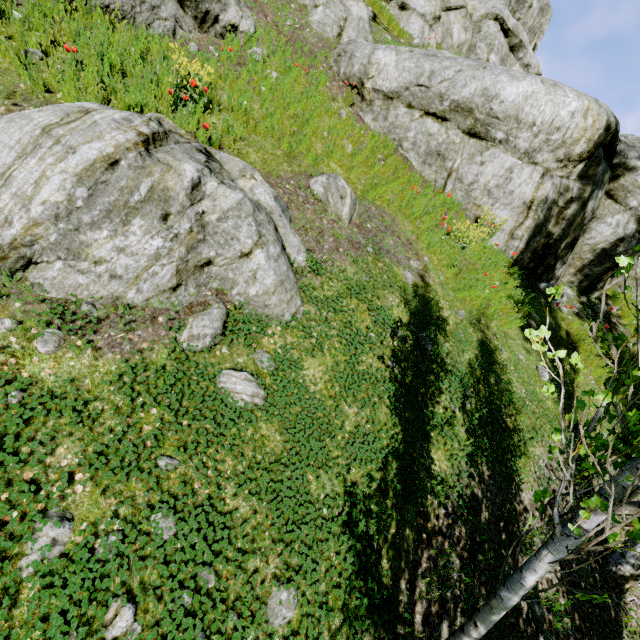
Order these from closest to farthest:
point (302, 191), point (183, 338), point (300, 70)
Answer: point (183, 338) < point (302, 191) < point (300, 70)

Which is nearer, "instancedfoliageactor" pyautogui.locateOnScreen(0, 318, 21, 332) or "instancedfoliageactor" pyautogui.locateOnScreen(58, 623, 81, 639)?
"instancedfoliageactor" pyautogui.locateOnScreen(58, 623, 81, 639)

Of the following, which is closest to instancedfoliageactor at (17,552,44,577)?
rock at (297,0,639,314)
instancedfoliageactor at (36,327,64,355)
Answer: rock at (297,0,639,314)

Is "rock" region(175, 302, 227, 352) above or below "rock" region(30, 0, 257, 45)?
below

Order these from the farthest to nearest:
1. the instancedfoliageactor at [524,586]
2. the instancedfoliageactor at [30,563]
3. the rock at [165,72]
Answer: the rock at [165,72], the instancedfoliageactor at [30,563], the instancedfoliageactor at [524,586]

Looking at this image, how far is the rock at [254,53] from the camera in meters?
7.1

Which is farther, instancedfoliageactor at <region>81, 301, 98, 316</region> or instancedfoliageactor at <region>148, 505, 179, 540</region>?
instancedfoliageactor at <region>81, 301, 98, 316</region>

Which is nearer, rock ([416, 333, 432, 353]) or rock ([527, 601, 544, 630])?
rock ([527, 601, 544, 630])
